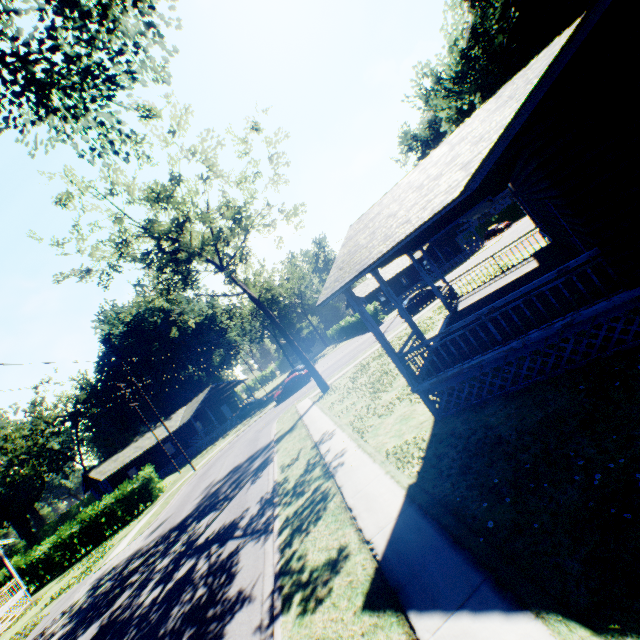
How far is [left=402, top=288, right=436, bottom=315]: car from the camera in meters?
29.7

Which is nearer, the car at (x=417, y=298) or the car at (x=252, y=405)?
the car at (x=417, y=298)

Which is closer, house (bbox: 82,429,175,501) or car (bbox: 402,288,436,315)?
car (bbox: 402,288,436,315)

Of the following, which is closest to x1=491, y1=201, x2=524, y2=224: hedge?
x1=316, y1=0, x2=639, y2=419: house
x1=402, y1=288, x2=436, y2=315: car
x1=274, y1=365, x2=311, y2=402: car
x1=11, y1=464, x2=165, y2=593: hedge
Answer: x1=402, y1=288, x2=436, y2=315: car

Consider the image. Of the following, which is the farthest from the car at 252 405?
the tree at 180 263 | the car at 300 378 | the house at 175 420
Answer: the tree at 180 263

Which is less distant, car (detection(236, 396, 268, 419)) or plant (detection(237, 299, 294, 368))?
car (detection(236, 396, 268, 419))

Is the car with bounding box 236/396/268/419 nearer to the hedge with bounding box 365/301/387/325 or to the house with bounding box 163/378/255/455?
the house with bounding box 163/378/255/455

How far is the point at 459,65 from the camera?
18.44m
